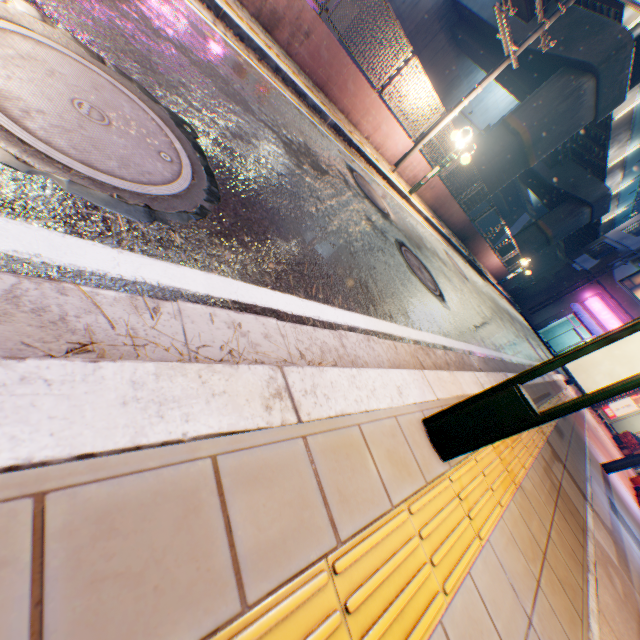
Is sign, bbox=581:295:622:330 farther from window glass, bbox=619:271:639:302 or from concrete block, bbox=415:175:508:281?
concrete block, bbox=415:175:508:281

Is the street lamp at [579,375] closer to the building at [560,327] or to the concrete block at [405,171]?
the concrete block at [405,171]

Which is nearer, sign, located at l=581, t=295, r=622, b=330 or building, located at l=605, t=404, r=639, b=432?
sign, located at l=581, t=295, r=622, b=330

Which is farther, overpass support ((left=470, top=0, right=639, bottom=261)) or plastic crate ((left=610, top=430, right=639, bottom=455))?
plastic crate ((left=610, top=430, right=639, bottom=455))

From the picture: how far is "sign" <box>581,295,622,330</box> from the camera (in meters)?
25.66

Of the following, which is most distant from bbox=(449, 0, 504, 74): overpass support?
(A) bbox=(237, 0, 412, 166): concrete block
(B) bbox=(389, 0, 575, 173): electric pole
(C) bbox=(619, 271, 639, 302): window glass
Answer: (C) bbox=(619, 271, 639, 302): window glass

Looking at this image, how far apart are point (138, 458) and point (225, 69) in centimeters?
464cm

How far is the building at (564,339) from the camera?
29.7m
